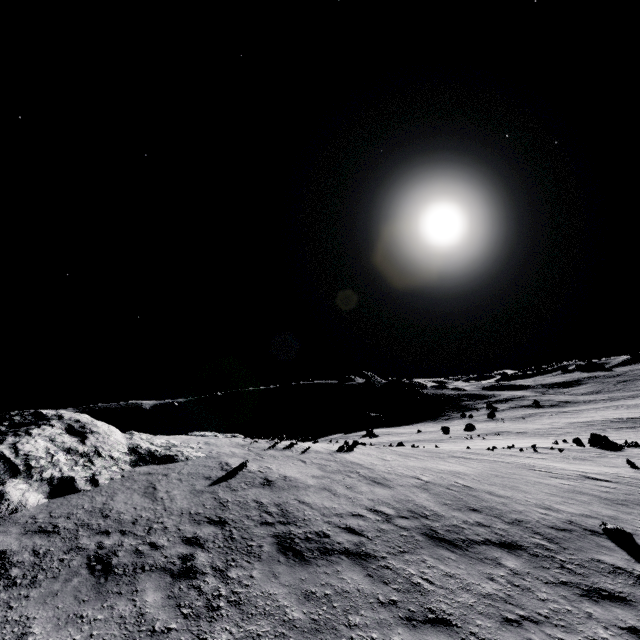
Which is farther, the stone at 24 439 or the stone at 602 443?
the stone at 602 443

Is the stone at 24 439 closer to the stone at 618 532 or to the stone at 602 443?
the stone at 618 532

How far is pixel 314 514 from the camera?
9.84m

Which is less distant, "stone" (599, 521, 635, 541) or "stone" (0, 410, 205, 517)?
"stone" (599, 521, 635, 541)

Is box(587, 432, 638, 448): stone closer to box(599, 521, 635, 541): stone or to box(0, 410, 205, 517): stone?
box(599, 521, 635, 541): stone

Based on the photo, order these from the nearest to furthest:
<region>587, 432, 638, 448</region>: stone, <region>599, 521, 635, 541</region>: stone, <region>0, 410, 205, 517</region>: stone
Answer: <region>599, 521, 635, 541</region>: stone
<region>0, 410, 205, 517</region>: stone
<region>587, 432, 638, 448</region>: stone

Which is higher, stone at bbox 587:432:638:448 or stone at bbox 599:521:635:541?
stone at bbox 599:521:635:541
